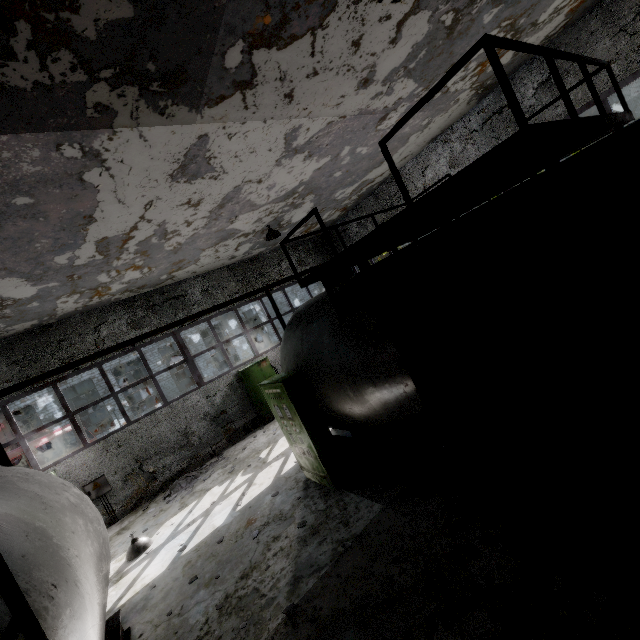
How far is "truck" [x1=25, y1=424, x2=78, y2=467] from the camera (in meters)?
13.71

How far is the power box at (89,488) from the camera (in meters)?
10.28

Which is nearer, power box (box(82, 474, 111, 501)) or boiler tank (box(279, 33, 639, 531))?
boiler tank (box(279, 33, 639, 531))

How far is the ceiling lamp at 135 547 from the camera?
7.61m

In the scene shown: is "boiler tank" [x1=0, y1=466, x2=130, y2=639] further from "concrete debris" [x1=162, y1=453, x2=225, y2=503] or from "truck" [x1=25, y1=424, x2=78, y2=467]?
"truck" [x1=25, y1=424, x2=78, y2=467]

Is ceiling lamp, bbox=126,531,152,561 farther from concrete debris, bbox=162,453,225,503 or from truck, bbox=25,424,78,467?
truck, bbox=25,424,78,467

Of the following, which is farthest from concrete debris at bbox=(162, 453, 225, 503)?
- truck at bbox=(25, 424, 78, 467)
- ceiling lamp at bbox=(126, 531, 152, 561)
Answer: truck at bbox=(25, 424, 78, 467)

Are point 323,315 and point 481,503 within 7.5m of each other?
yes
